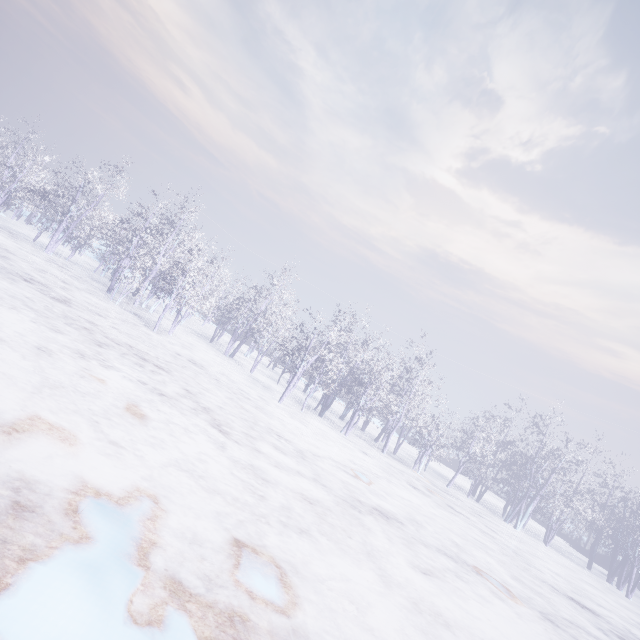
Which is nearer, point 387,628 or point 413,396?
point 387,628
